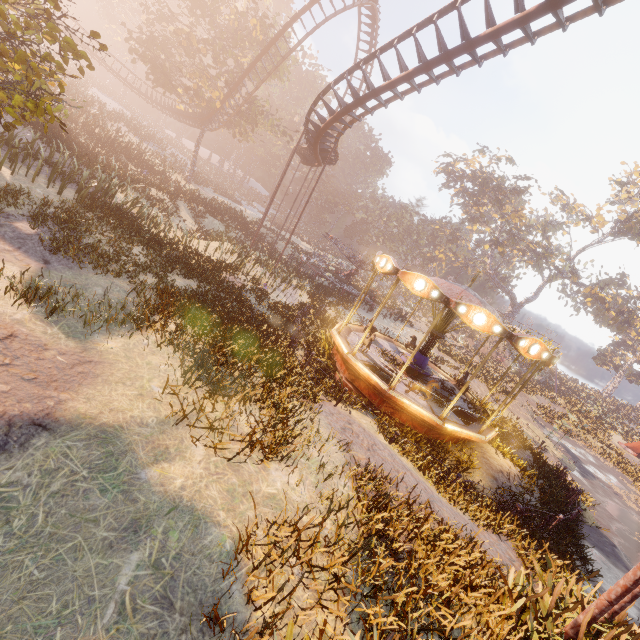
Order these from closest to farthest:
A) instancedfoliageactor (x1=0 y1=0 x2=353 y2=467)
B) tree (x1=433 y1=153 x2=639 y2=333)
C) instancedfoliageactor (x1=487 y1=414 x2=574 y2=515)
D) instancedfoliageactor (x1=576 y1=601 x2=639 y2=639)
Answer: instancedfoliageactor (x1=576 y1=601 x2=639 y2=639), instancedfoliageactor (x1=0 y1=0 x2=353 y2=467), instancedfoliageactor (x1=487 y1=414 x2=574 y2=515), tree (x1=433 y1=153 x2=639 y2=333)

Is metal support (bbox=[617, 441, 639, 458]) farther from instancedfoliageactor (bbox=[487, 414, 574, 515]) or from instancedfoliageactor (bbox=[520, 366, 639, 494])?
instancedfoliageactor (bbox=[487, 414, 574, 515])

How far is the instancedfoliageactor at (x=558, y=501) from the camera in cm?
1031

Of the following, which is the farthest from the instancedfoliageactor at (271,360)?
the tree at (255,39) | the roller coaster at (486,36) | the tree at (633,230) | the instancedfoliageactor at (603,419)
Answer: the tree at (633,230)

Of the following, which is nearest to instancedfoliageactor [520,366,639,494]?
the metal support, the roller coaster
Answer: the metal support

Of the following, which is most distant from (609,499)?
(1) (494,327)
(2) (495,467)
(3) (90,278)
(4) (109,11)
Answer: (4) (109,11)

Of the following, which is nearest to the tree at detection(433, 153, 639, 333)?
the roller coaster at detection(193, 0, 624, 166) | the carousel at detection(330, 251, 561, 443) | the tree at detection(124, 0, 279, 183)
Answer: the roller coaster at detection(193, 0, 624, 166)

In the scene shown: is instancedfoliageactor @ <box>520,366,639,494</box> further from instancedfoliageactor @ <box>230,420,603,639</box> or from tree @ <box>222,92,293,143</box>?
tree @ <box>222,92,293,143</box>
